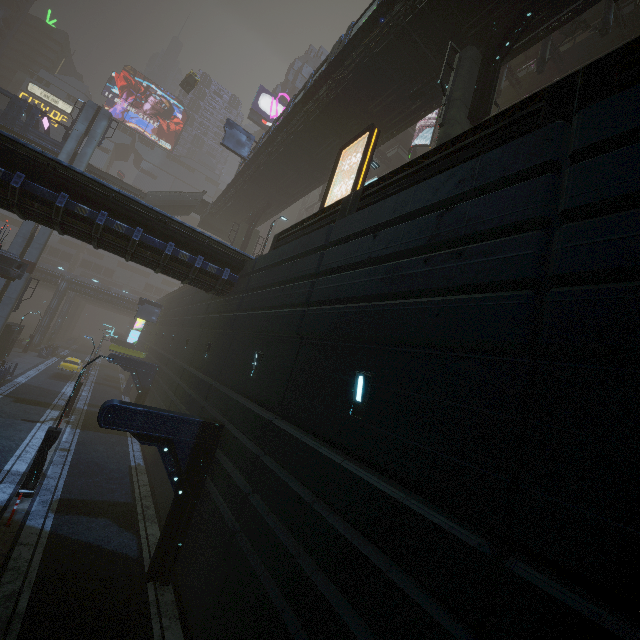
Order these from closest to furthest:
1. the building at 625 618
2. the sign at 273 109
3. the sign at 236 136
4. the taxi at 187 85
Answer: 1. the building at 625 618
2. the sign at 236 136
3. the taxi at 187 85
4. the sign at 273 109

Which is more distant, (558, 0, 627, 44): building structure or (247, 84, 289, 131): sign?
(247, 84, 289, 131): sign

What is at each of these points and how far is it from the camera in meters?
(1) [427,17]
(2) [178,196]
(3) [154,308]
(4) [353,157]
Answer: (1) bridge, 13.7 m
(2) stairs, 37.8 m
(3) sign, 36.0 m
(4) bridge, 23.0 m

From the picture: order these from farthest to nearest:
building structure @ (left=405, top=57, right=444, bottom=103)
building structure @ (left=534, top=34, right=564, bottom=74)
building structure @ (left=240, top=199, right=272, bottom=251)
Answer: building structure @ (left=240, top=199, right=272, bottom=251) → building structure @ (left=534, top=34, right=564, bottom=74) → building structure @ (left=405, top=57, right=444, bottom=103)

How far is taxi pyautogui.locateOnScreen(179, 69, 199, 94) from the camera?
45.6 meters

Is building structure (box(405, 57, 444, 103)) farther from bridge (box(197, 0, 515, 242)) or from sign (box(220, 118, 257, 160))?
sign (box(220, 118, 257, 160))

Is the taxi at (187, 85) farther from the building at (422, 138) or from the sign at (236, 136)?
the sign at (236, 136)

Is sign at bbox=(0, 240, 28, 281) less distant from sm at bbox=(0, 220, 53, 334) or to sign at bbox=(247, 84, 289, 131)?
sm at bbox=(0, 220, 53, 334)
